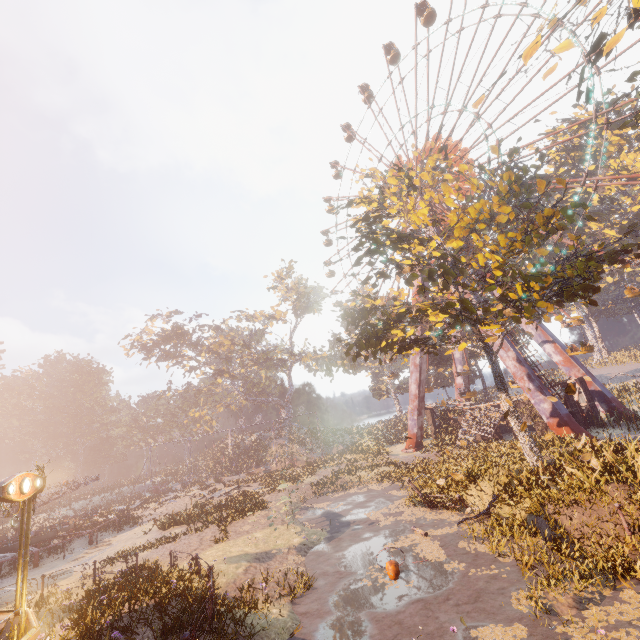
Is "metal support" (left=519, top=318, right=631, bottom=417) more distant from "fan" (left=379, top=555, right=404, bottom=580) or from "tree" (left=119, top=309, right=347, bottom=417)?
"tree" (left=119, top=309, right=347, bottom=417)

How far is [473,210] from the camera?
13.3 meters

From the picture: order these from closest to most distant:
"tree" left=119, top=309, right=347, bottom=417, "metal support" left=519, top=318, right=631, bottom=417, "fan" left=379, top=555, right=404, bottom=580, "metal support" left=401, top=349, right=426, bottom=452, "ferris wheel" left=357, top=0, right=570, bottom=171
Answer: "fan" left=379, top=555, right=404, bottom=580, "metal support" left=519, top=318, right=631, bottom=417, "ferris wheel" left=357, top=0, right=570, bottom=171, "metal support" left=401, top=349, right=426, bottom=452, "tree" left=119, top=309, right=347, bottom=417

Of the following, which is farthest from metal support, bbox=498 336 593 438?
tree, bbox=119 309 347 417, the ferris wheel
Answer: tree, bbox=119 309 347 417

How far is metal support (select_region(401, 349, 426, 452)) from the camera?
33.1m

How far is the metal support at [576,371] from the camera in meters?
26.1

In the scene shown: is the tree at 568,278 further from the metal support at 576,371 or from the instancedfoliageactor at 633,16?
the metal support at 576,371

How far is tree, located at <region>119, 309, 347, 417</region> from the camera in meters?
48.2
